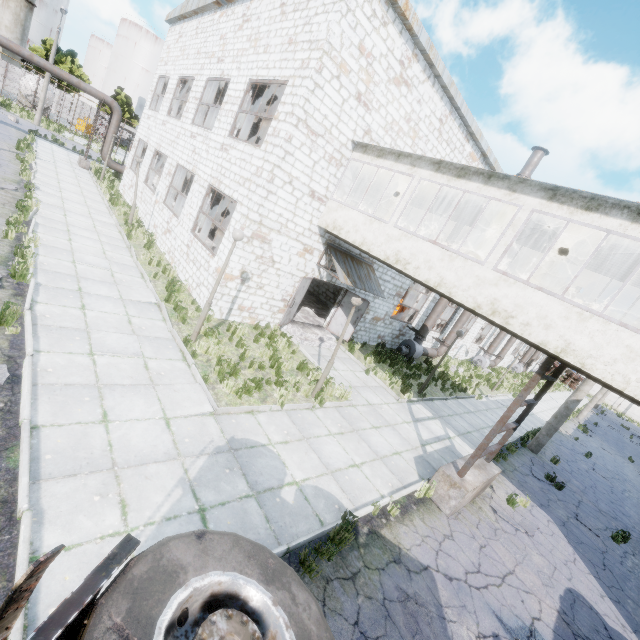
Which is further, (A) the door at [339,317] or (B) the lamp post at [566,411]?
(A) the door at [339,317]

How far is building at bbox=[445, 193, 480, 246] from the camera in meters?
11.4 m

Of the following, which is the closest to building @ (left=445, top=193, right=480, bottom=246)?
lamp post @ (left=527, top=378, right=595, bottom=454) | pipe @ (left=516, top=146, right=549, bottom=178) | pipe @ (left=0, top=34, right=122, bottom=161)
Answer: pipe @ (left=516, top=146, right=549, bottom=178)

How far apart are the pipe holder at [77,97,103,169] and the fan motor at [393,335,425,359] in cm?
2556

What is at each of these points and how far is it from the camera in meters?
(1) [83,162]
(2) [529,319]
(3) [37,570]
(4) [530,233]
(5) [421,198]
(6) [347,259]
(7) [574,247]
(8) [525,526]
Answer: (1) pipe holder, 23.5 m
(2) building, 6.8 m
(3) truck, 1.6 m
(4) building, 10.2 m
(5) building, 13.1 m
(6) awning, 13.1 m
(7) building, 9.3 m
(8) asphalt debris, 8.9 m

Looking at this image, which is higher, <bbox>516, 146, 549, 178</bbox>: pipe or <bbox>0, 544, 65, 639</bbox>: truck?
<bbox>516, 146, 549, 178</bbox>: pipe

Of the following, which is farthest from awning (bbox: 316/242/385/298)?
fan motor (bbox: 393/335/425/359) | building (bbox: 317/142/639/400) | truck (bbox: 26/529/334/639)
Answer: truck (bbox: 26/529/334/639)

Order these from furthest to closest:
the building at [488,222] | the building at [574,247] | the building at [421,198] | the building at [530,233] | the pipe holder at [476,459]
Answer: the building at [421,198] → the building at [488,222] → the building at [530,233] → the building at [574,247] → the pipe holder at [476,459]
